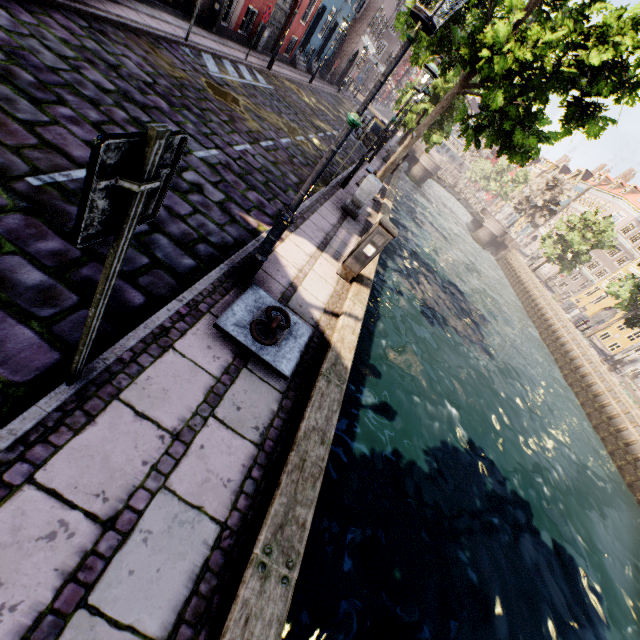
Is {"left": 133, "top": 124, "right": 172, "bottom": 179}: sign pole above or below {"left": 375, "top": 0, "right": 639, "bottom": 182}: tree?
below

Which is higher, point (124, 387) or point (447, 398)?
point (124, 387)

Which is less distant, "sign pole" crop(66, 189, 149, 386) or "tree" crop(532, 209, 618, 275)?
"sign pole" crop(66, 189, 149, 386)

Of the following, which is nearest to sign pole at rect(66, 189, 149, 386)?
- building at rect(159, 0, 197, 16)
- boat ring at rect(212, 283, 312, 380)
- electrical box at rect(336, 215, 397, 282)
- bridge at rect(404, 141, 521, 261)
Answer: boat ring at rect(212, 283, 312, 380)

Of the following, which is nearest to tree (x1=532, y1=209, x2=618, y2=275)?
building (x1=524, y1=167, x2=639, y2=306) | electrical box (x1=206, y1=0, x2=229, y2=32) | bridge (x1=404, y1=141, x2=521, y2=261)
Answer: bridge (x1=404, y1=141, x2=521, y2=261)

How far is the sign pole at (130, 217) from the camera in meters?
1.4

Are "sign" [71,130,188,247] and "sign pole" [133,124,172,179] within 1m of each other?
yes

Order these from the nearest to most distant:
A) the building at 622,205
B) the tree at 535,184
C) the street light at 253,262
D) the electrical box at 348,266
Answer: the street light at 253,262
the electrical box at 348,266
the building at 622,205
the tree at 535,184
